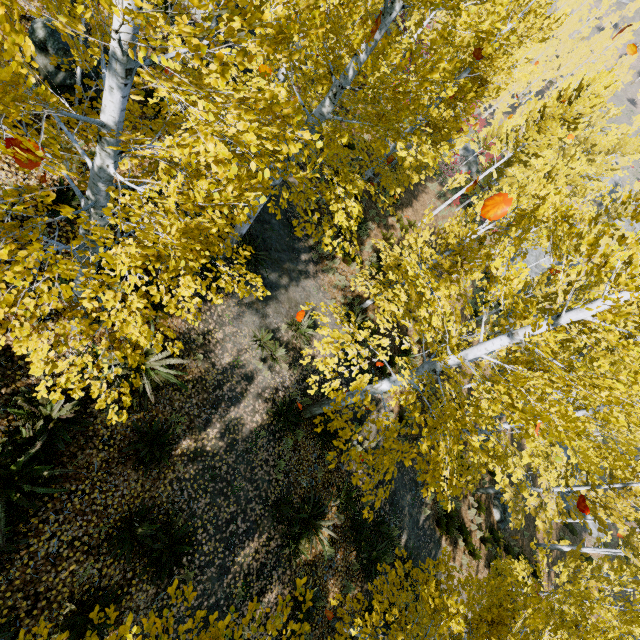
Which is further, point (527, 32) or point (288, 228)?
point (288, 228)

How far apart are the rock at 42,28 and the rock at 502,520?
23.79m

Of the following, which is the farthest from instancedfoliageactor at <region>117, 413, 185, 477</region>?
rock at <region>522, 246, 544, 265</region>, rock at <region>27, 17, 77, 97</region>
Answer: rock at <region>27, 17, 77, 97</region>

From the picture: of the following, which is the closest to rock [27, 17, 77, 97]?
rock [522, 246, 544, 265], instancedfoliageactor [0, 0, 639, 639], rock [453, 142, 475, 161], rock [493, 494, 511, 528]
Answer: instancedfoliageactor [0, 0, 639, 639]

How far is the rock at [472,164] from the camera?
29.69m

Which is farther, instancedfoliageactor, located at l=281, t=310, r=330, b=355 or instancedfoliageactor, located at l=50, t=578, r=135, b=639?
instancedfoliageactor, located at l=281, t=310, r=330, b=355

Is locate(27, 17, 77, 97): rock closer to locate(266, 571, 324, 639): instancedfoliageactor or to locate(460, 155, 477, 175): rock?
locate(266, 571, 324, 639): instancedfoliageactor

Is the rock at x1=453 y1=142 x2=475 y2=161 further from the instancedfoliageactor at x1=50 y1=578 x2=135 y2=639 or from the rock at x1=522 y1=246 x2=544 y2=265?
the rock at x1=522 y1=246 x2=544 y2=265
